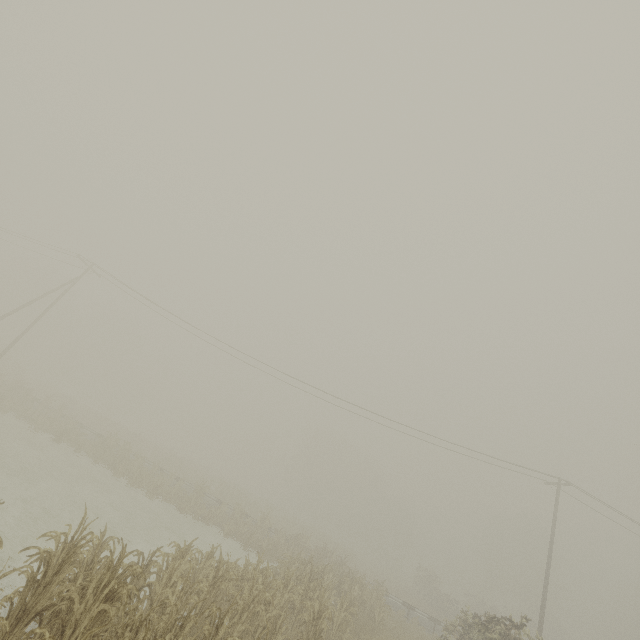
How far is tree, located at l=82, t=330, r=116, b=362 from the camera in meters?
57.7

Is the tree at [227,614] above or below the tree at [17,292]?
below

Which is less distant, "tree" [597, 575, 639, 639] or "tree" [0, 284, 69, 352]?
"tree" [597, 575, 639, 639]

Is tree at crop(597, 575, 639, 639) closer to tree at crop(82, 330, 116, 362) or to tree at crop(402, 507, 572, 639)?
tree at crop(402, 507, 572, 639)

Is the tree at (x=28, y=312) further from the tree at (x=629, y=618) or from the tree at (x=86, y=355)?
the tree at (x=629, y=618)

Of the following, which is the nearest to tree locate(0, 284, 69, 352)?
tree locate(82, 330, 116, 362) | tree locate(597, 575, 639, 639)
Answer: tree locate(82, 330, 116, 362)

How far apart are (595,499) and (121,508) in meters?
29.9

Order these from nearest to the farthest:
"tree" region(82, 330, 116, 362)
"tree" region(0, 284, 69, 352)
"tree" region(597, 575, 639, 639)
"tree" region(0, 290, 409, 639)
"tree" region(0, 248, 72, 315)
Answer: "tree" region(0, 290, 409, 639) < "tree" region(597, 575, 639, 639) < "tree" region(0, 284, 69, 352) < "tree" region(0, 248, 72, 315) < "tree" region(82, 330, 116, 362)
